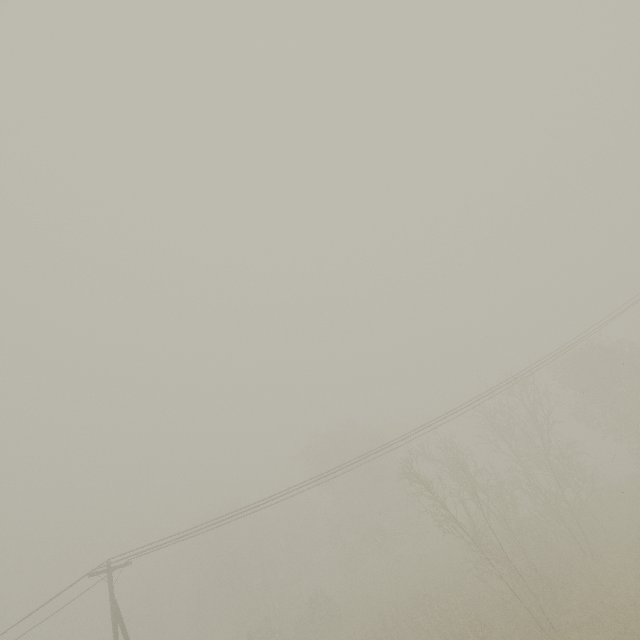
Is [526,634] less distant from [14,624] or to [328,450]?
[14,624]
